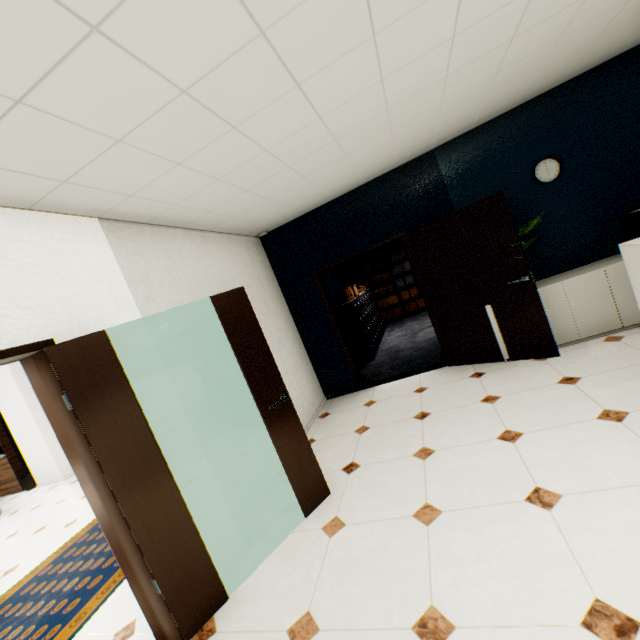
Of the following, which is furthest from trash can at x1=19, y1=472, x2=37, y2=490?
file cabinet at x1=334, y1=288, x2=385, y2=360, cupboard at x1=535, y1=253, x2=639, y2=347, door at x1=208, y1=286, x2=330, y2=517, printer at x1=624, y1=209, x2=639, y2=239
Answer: printer at x1=624, y1=209, x2=639, y2=239

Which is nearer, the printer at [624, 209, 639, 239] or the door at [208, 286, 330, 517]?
the door at [208, 286, 330, 517]

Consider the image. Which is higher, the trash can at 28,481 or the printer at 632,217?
the printer at 632,217

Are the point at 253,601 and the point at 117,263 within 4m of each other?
yes

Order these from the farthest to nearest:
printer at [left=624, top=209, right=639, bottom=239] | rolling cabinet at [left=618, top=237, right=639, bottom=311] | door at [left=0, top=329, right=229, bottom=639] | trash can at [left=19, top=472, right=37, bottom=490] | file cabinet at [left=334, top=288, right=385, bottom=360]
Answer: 1. trash can at [left=19, top=472, right=37, bottom=490]
2. file cabinet at [left=334, top=288, right=385, bottom=360]
3. printer at [left=624, top=209, right=639, bottom=239]
4. rolling cabinet at [left=618, top=237, right=639, bottom=311]
5. door at [left=0, top=329, right=229, bottom=639]

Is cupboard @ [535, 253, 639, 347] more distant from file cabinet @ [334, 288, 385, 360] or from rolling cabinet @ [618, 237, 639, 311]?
file cabinet @ [334, 288, 385, 360]

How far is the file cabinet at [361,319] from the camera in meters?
6.9 m

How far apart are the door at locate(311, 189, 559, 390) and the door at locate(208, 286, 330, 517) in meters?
2.4
